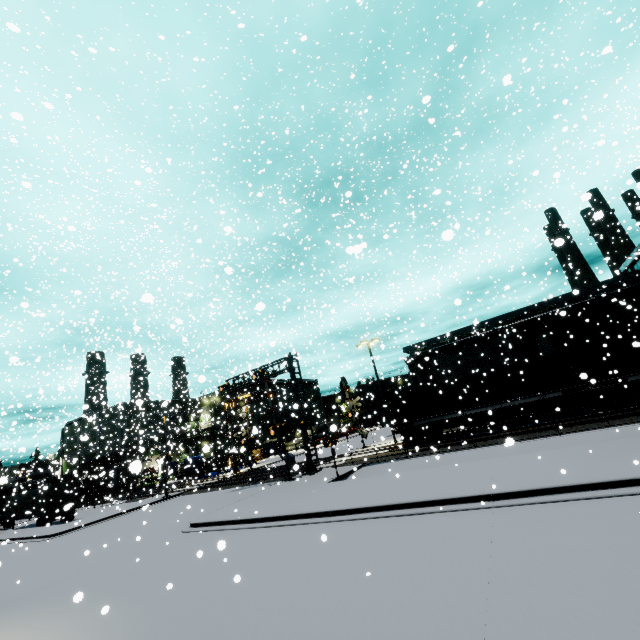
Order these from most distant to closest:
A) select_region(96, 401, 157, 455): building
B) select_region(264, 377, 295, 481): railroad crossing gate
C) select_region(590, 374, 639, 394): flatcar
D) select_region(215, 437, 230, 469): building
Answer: select_region(215, 437, 230, 469): building < select_region(96, 401, 157, 455): building < select_region(264, 377, 295, 481): railroad crossing gate < select_region(590, 374, 639, 394): flatcar

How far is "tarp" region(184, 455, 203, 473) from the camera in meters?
39.0 m

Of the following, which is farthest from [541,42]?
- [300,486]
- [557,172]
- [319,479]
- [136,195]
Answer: [300,486]

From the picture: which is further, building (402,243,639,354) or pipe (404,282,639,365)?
building (402,243,639,354)

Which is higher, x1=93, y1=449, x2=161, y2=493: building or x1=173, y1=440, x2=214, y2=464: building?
x1=93, y1=449, x2=161, y2=493: building

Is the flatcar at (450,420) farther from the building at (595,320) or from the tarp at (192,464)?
the tarp at (192,464)

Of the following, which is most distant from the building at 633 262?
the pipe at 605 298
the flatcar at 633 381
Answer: the flatcar at 633 381

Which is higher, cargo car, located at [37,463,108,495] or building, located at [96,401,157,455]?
building, located at [96,401,157,455]
